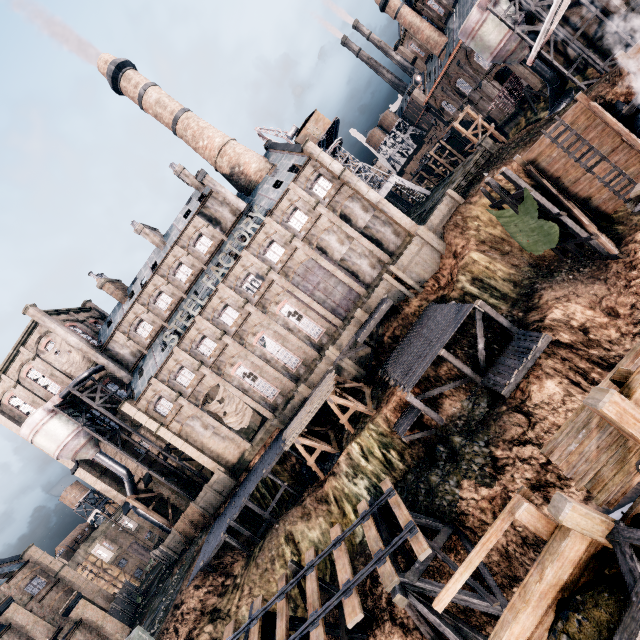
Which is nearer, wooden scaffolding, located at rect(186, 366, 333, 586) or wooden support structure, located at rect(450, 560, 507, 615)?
wooden support structure, located at rect(450, 560, 507, 615)

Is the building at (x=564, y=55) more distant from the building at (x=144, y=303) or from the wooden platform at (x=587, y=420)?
the wooden platform at (x=587, y=420)

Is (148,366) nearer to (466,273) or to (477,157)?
(466,273)

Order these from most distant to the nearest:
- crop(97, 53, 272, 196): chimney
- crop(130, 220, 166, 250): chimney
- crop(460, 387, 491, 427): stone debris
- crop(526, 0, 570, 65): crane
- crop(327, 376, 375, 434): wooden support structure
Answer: crop(130, 220, 166, 250): chimney
crop(97, 53, 272, 196): chimney
crop(327, 376, 375, 434): wooden support structure
crop(460, 387, 491, 427): stone debris
crop(526, 0, 570, 65): crane

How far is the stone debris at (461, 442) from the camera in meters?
19.0 m

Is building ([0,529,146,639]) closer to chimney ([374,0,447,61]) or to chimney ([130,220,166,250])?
chimney ([130,220,166,250])

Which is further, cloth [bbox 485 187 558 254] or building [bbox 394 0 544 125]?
building [bbox 394 0 544 125]

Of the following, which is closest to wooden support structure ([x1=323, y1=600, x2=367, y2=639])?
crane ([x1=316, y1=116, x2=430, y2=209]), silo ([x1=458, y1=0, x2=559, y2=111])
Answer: crane ([x1=316, y1=116, x2=430, y2=209])
